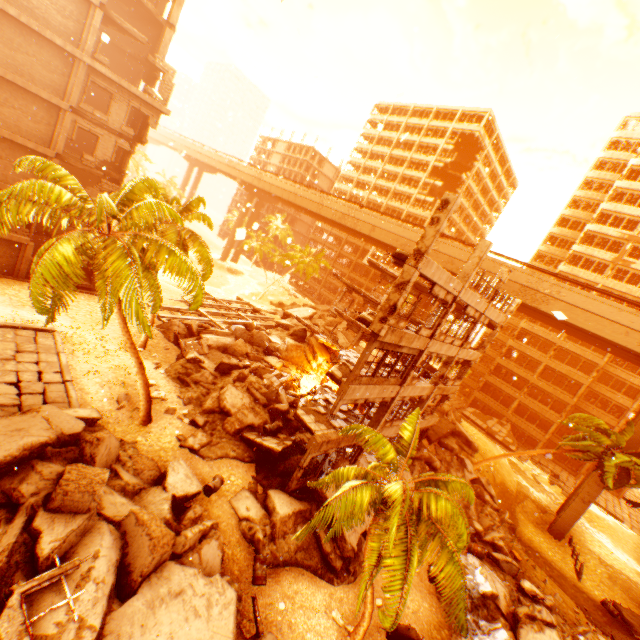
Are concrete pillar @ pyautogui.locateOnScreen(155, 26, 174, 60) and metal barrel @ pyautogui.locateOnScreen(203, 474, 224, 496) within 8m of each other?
no

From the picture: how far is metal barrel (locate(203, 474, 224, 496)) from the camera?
13.74m

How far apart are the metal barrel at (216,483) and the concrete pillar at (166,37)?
31.04m

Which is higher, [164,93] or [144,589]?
[164,93]

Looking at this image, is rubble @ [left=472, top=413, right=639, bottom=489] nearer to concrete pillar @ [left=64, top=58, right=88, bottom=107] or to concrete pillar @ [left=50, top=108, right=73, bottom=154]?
concrete pillar @ [left=50, top=108, right=73, bottom=154]

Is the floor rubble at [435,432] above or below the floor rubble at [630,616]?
above

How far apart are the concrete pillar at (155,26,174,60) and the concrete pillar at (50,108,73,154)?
9.35m

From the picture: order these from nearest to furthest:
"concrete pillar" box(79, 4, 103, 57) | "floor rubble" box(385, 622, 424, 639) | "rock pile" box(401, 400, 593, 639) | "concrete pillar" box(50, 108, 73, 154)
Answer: "floor rubble" box(385, 622, 424, 639), "rock pile" box(401, 400, 593, 639), "concrete pillar" box(79, 4, 103, 57), "concrete pillar" box(50, 108, 73, 154)
